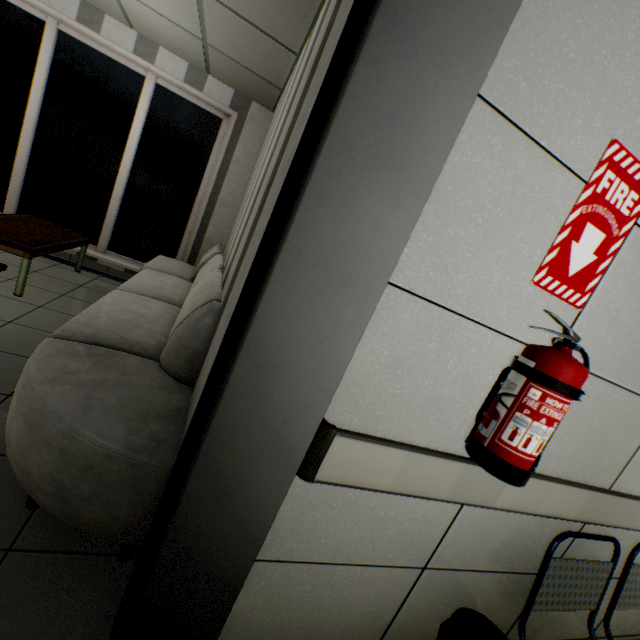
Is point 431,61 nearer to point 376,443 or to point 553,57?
point 553,57

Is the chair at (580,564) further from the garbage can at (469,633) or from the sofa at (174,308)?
the sofa at (174,308)

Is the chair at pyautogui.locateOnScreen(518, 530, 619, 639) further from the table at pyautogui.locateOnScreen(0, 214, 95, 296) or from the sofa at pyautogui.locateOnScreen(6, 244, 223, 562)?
the table at pyautogui.locateOnScreen(0, 214, 95, 296)

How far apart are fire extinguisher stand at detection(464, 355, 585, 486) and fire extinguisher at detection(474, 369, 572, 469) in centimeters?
1cm

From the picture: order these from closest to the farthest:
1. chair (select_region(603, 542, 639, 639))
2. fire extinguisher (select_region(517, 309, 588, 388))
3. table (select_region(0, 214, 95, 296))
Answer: fire extinguisher (select_region(517, 309, 588, 388)), chair (select_region(603, 542, 639, 639)), table (select_region(0, 214, 95, 296))

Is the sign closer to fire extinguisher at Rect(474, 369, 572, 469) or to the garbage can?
fire extinguisher at Rect(474, 369, 572, 469)

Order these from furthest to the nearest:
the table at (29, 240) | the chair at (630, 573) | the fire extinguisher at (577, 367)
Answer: the table at (29, 240) < the chair at (630, 573) < the fire extinguisher at (577, 367)

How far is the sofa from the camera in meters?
1.3
